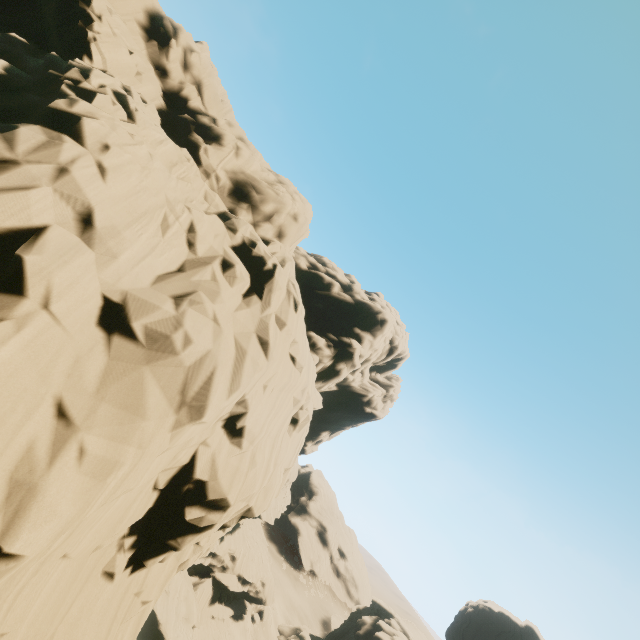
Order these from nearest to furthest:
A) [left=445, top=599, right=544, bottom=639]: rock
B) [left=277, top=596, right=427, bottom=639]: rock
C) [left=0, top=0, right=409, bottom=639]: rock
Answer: [left=0, top=0, right=409, bottom=639]: rock < [left=277, top=596, right=427, bottom=639]: rock < [left=445, top=599, right=544, bottom=639]: rock

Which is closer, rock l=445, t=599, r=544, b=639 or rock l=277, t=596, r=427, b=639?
rock l=277, t=596, r=427, b=639

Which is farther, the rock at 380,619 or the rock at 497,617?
the rock at 497,617

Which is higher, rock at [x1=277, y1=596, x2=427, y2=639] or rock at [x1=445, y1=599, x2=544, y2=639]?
rock at [x1=445, y1=599, x2=544, y2=639]

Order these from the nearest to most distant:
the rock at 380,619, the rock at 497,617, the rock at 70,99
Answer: the rock at 70,99, the rock at 380,619, the rock at 497,617

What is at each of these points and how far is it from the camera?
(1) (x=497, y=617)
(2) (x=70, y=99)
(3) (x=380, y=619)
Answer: (1) rock, 52.0m
(2) rock, 11.5m
(3) rock, 46.1m
